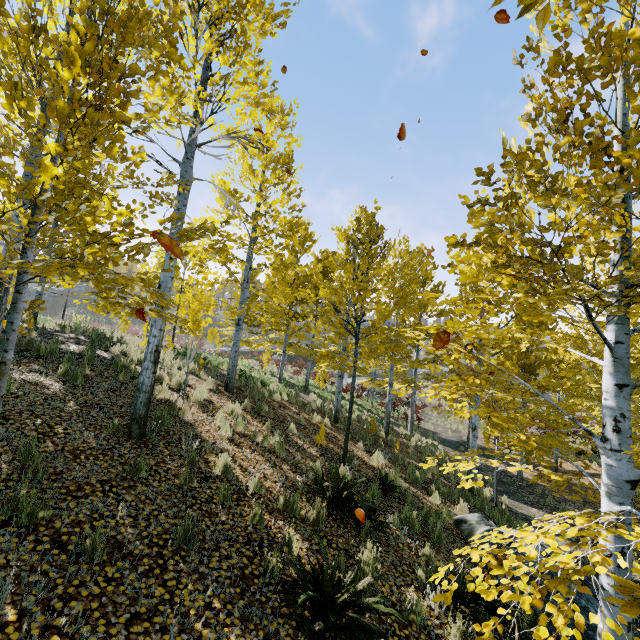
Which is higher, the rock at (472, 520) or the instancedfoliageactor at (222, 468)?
the instancedfoliageactor at (222, 468)

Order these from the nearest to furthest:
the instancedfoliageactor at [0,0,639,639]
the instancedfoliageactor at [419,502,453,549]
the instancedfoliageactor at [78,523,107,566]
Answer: the instancedfoliageactor at [0,0,639,639] → the instancedfoliageactor at [78,523,107,566] → the instancedfoliageactor at [419,502,453,549]

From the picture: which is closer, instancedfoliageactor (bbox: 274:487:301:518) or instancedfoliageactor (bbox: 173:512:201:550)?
instancedfoliageactor (bbox: 173:512:201:550)

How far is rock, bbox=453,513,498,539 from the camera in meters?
6.6 m

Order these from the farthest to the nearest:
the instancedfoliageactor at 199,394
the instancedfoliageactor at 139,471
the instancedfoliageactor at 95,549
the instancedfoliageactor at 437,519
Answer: the instancedfoliageactor at 199,394 → the instancedfoliageactor at 437,519 → the instancedfoliageactor at 139,471 → the instancedfoliageactor at 95,549

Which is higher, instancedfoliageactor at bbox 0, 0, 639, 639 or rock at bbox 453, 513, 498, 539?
instancedfoliageactor at bbox 0, 0, 639, 639

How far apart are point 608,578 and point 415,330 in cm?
469

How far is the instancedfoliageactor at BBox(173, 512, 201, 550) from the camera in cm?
356
